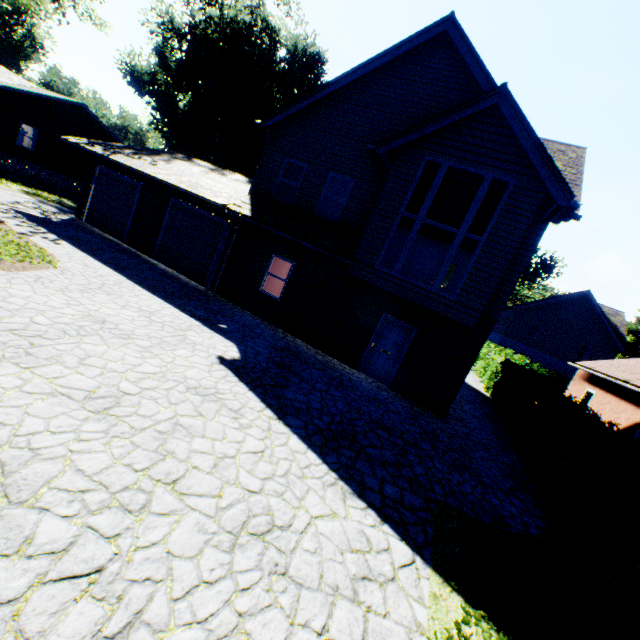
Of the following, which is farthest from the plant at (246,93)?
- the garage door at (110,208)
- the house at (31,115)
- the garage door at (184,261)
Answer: the garage door at (184,261)

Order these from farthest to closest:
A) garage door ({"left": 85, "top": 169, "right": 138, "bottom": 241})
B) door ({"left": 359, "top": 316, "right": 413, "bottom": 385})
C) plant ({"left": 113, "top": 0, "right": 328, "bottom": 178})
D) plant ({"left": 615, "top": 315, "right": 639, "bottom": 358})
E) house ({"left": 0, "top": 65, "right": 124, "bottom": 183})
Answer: plant ({"left": 615, "top": 315, "right": 639, "bottom": 358}) < plant ({"left": 113, "top": 0, "right": 328, "bottom": 178}) < house ({"left": 0, "top": 65, "right": 124, "bottom": 183}) < garage door ({"left": 85, "top": 169, "right": 138, "bottom": 241}) < door ({"left": 359, "top": 316, "right": 413, "bottom": 385})

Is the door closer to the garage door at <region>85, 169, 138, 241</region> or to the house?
the garage door at <region>85, 169, 138, 241</region>

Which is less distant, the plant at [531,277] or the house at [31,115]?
the house at [31,115]

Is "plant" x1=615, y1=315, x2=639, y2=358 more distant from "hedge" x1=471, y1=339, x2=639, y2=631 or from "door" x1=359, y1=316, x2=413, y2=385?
"door" x1=359, y1=316, x2=413, y2=385

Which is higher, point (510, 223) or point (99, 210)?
point (510, 223)

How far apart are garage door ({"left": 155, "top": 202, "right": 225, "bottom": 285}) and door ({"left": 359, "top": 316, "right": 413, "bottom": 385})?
7.50m

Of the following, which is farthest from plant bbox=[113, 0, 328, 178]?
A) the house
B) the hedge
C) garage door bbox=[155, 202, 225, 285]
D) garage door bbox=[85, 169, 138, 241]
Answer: garage door bbox=[155, 202, 225, 285]
